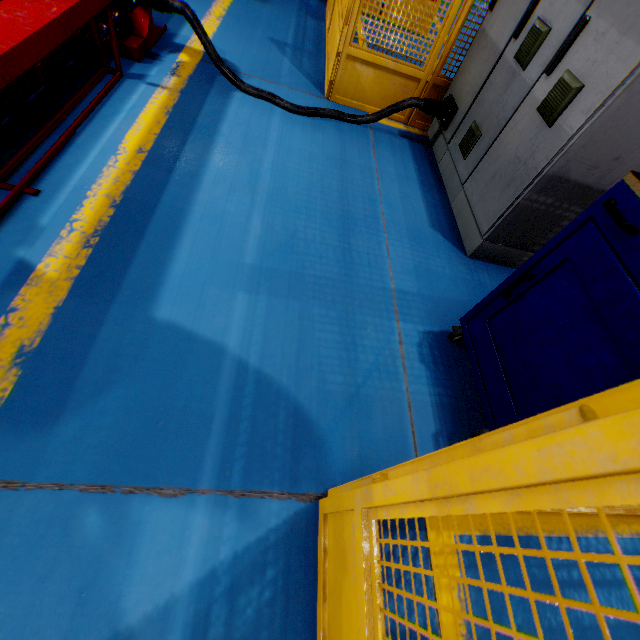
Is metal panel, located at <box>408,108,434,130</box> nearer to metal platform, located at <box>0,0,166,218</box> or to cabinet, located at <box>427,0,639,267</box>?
cabinet, located at <box>427,0,639,267</box>

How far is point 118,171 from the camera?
2.23m

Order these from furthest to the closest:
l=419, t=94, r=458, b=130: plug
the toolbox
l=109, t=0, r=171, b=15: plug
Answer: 1. l=419, t=94, r=458, b=130: plug
2. l=109, t=0, r=171, b=15: plug
3. the toolbox

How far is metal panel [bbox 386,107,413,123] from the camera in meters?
A: 3.7

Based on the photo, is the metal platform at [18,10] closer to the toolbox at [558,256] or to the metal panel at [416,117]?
the metal panel at [416,117]

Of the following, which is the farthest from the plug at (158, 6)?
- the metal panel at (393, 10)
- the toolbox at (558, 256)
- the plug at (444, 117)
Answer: the toolbox at (558, 256)

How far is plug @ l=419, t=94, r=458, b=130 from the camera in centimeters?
325cm

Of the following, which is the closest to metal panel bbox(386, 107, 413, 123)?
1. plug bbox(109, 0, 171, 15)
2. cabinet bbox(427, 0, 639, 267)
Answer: cabinet bbox(427, 0, 639, 267)
